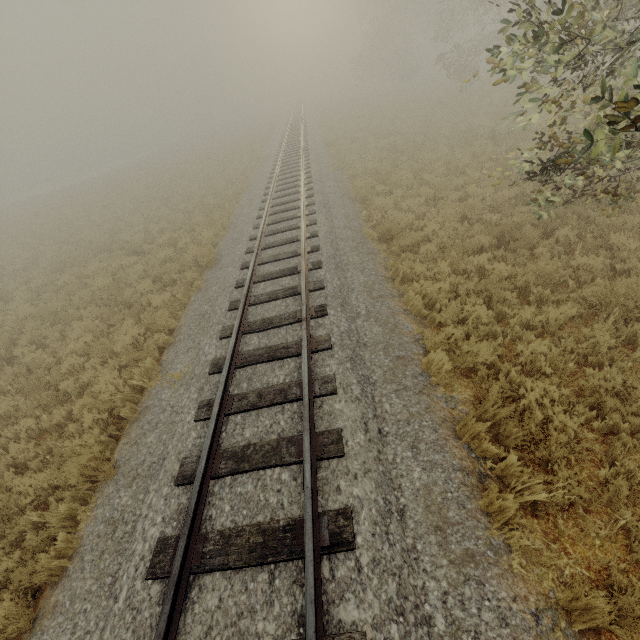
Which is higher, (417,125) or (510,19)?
(510,19)
